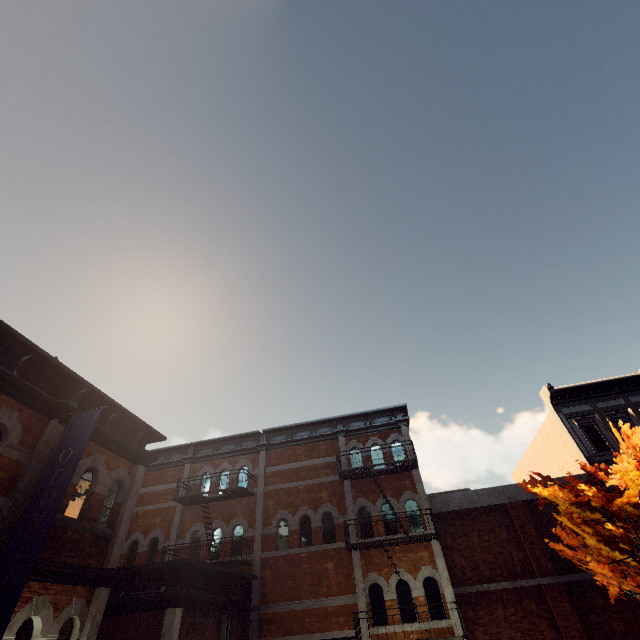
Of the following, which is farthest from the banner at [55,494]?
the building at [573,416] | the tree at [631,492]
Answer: the building at [573,416]

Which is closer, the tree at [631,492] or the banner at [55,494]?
the banner at [55,494]

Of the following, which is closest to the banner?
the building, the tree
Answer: the tree

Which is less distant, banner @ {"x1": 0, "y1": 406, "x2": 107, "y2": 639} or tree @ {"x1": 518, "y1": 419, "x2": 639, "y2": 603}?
banner @ {"x1": 0, "y1": 406, "x2": 107, "y2": 639}

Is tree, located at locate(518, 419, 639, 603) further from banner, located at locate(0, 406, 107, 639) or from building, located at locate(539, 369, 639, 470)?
banner, located at locate(0, 406, 107, 639)

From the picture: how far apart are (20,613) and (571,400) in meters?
22.4 m
